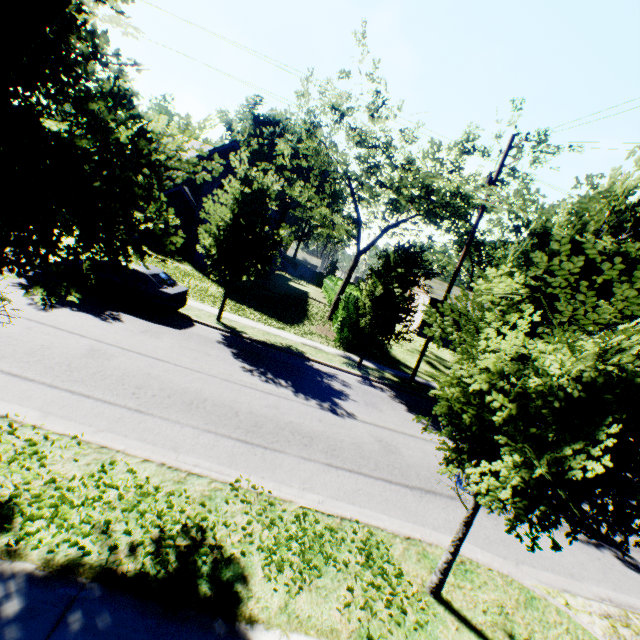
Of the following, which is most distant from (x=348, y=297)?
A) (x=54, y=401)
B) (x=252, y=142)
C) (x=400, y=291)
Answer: (x=252, y=142)

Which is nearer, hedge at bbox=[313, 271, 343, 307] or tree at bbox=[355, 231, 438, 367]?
tree at bbox=[355, 231, 438, 367]

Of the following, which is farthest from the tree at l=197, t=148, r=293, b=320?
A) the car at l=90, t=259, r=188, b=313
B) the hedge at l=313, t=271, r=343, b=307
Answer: the car at l=90, t=259, r=188, b=313

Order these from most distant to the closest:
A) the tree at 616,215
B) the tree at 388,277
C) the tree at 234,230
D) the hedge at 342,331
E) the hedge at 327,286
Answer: the hedge at 327,286 → the hedge at 342,331 → the tree at 388,277 → the tree at 234,230 → the tree at 616,215

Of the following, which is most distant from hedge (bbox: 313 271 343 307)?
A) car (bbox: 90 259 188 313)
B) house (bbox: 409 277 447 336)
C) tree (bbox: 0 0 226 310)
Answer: car (bbox: 90 259 188 313)

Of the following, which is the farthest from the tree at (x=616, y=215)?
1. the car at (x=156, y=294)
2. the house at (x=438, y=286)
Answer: the house at (x=438, y=286)

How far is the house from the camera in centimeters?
3299cm
